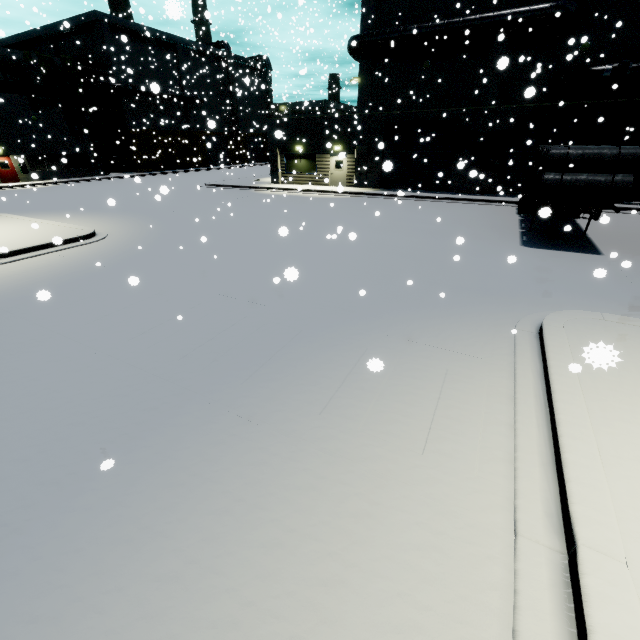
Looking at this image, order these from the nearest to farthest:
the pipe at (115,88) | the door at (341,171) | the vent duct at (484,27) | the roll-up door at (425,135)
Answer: the vent duct at (484,27)
the roll-up door at (425,135)
the door at (341,171)
the pipe at (115,88)

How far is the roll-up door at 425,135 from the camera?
21.3m

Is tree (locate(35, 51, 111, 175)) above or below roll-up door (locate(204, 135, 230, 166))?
above

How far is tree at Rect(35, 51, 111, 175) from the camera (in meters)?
31.62

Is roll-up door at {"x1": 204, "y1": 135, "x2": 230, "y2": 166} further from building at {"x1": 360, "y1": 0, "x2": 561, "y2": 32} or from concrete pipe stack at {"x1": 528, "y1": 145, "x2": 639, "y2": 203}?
concrete pipe stack at {"x1": 528, "y1": 145, "x2": 639, "y2": 203}

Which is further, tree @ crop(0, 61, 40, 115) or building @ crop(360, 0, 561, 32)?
tree @ crop(0, 61, 40, 115)

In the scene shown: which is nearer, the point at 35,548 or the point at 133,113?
the point at 35,548

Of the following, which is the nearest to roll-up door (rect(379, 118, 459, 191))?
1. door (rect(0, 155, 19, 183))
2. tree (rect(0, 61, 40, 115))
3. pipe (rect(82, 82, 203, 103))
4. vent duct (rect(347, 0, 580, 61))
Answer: Answer: pipe (rect(82, 82, 203, 103))
